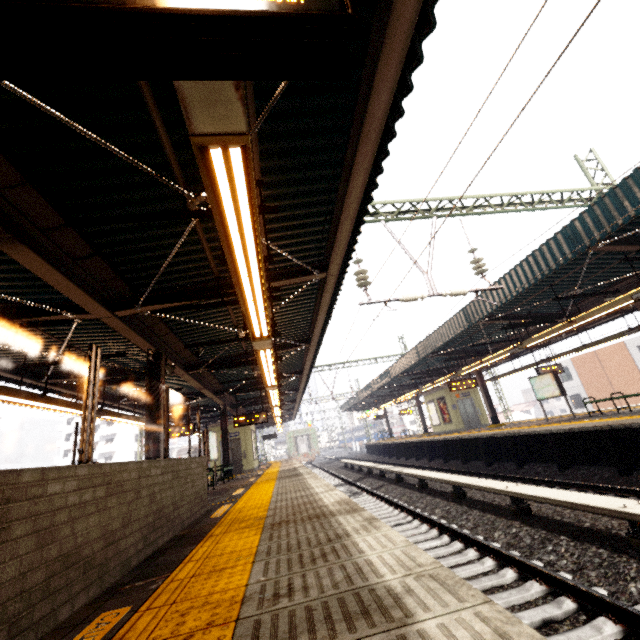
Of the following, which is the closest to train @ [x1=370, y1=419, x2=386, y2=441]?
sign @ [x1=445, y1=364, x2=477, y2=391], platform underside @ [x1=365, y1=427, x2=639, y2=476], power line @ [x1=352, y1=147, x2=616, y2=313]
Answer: platform underside @ [x1=365, y1=427, x2=639, y2=476]

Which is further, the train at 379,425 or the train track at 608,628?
the train at 379,425

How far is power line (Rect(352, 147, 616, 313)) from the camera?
8.9m

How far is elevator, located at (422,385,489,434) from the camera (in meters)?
20.69

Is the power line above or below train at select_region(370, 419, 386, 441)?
above

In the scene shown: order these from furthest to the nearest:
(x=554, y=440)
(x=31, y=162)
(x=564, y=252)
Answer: (x=554, y=440) → (x=564, y=252) → (x=31, y=162)

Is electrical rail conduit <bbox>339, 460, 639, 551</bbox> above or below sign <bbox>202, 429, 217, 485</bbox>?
below

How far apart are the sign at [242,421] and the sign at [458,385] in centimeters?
928cm
